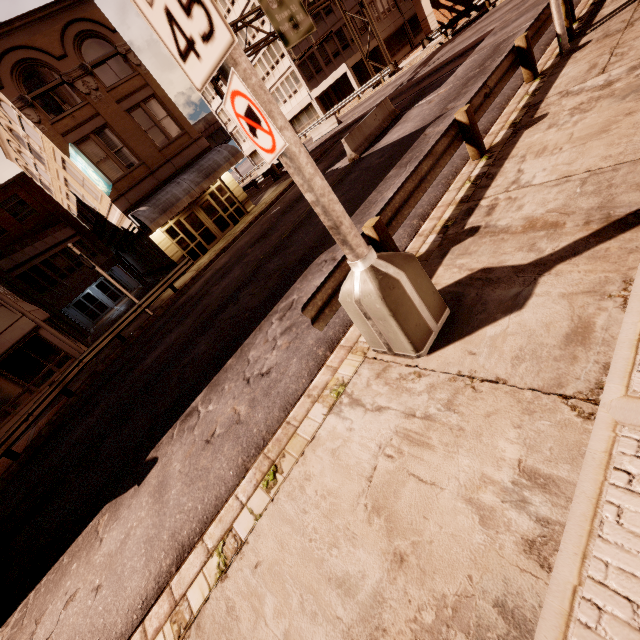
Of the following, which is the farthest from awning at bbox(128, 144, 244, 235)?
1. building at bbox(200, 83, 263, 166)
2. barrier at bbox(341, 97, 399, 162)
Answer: building at bbox(200, 83, 263, 166)

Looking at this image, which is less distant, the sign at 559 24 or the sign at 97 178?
the sign at 559 24

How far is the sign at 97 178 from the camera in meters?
15.4 m

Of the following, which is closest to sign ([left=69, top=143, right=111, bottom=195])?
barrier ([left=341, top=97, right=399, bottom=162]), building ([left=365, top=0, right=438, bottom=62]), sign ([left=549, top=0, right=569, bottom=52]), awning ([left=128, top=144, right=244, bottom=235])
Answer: awning ([left=128, top=144, right=244, bottom=235])

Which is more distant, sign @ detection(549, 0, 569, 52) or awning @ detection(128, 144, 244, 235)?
awning @ detection(128, 144, 244, 235)

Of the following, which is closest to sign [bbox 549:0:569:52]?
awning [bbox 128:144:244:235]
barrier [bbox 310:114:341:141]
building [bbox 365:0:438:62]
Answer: awning [bbox 128:144:244:235]

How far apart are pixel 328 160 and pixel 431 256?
16.6 meters

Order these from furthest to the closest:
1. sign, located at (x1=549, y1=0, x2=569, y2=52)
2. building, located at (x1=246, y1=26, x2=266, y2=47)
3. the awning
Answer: building, located at (x1=246, y1=26, x2=266, y2=47) < the awning < sign, located at (x1=549, y1=0, x2=569, y2=52)
